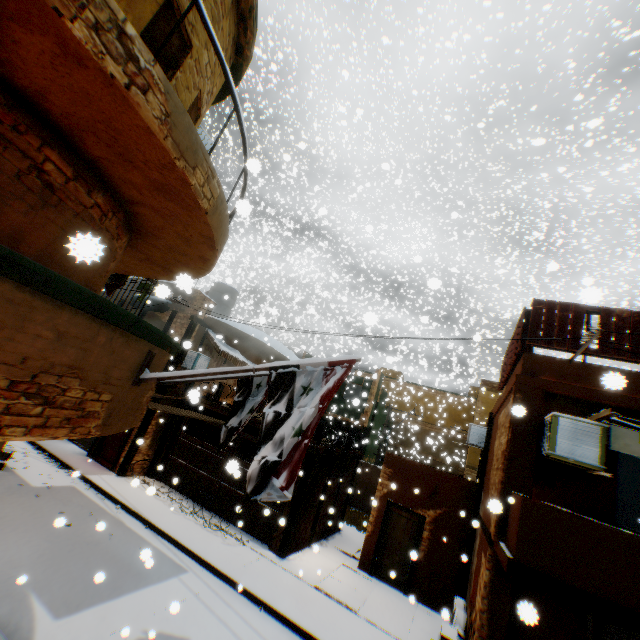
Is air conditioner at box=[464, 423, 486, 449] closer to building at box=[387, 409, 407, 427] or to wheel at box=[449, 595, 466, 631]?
building at box=[387, 409, 407, 427]

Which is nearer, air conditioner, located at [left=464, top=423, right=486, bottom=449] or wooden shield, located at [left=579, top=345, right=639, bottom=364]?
wooden shield, located at [left=579, top=345, right=639, bottom=364]

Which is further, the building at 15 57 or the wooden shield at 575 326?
the wooden shield at 575 326

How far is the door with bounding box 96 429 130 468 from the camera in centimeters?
1315cm

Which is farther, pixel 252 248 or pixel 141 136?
pixel 252 248

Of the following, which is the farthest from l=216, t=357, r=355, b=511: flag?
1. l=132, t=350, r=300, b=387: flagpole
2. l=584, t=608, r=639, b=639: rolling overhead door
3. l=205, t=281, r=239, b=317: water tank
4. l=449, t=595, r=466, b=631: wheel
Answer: l=205, t=281, r=239, b=317: water tank

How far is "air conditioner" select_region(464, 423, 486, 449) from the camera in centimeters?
1263cm

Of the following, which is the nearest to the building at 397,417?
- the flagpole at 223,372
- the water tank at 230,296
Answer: the flagpole at 223,372
